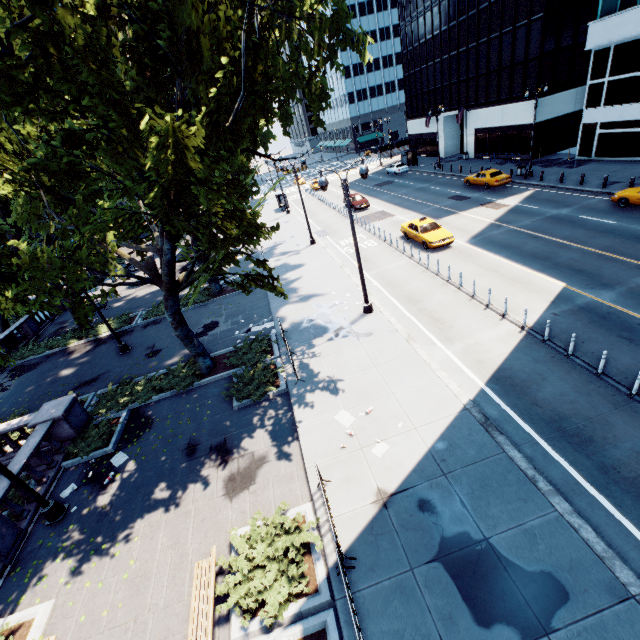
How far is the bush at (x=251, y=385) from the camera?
13.73m

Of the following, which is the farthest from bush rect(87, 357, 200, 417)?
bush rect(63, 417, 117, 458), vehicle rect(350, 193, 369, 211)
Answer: vehicle rect(350, 193, 369, 211)

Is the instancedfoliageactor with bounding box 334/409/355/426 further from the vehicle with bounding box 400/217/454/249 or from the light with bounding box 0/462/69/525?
the vehicle with bounding box 400/217/454/249

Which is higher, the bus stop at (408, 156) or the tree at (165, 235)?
the tree at (165, 235)

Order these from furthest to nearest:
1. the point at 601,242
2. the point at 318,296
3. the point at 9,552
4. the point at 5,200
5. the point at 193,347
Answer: the point at 5,200 → the point at 318,296 → the point at 601,242 → the point at 193,347 → the point at 9,552

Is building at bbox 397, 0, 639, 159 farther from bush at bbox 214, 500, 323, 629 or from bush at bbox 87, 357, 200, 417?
bush at bbox 214, 500, 323, 629

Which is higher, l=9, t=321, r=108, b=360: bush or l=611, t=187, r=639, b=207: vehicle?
l=611, t=187, r=639, b=207: vehicle

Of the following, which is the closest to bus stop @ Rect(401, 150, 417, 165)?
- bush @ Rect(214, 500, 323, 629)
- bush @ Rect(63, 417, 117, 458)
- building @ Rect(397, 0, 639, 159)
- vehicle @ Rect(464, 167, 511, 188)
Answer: building @ Rect(397, 0, 639, 159)
